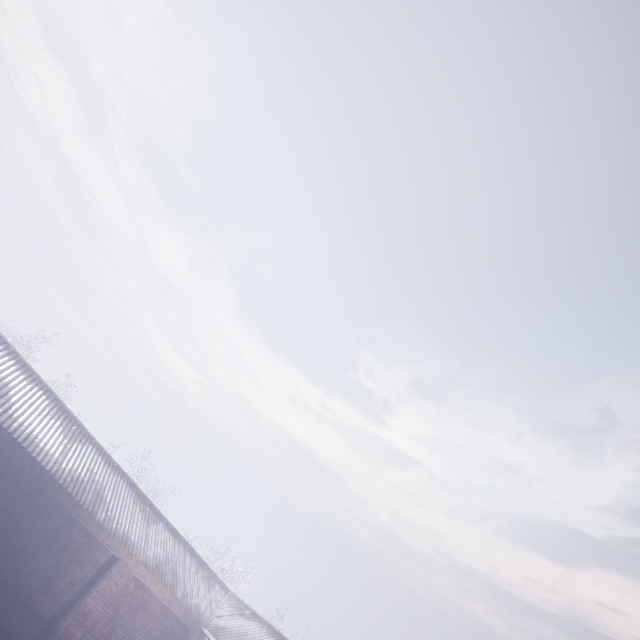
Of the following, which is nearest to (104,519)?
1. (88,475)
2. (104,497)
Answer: (104,497)
